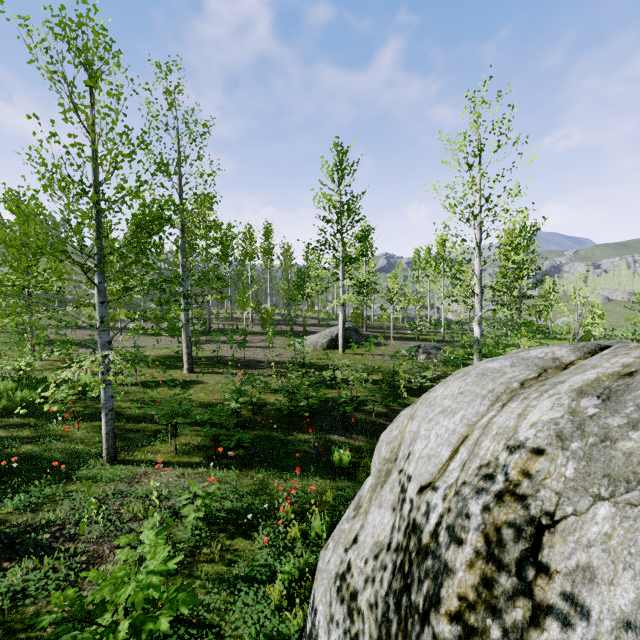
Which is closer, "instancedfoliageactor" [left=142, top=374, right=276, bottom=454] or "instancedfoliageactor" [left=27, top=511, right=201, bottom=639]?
"instancedfoliageactor" [left=27, top=511, right=201, bottom=639]

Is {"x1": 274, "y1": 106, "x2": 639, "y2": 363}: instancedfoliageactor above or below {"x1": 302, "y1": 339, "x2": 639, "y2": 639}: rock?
above

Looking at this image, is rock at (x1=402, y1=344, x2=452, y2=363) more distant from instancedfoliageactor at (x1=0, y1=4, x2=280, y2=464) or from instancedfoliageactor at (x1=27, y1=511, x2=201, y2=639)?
instancedfoliageactor at (x1=27, y1=511, x2=201, y2=639)

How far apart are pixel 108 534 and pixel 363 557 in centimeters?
386cm

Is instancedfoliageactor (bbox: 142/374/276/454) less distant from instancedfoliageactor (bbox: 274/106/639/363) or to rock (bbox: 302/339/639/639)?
instancedfoliageactor (bbox: 274/106/639/363)

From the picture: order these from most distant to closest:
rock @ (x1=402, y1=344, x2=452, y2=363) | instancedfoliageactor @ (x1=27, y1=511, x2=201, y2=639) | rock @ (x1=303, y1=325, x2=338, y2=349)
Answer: rock @ (x1=303, y1=325, x2=338, y2=349)
rock @ (x1=402, y1=344, x2=452, y2=363)
instancedfoliageactor @ (x1=27, y1=511, x2=201, y2=639)

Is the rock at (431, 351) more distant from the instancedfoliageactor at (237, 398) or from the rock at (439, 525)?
the instancedfoliageactor at (237, 398)

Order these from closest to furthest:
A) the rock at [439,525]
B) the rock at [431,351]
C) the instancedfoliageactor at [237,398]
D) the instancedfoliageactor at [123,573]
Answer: the rock at [439,525] → the instancedfoliageactor at [123,573] → the instancedfoliageactor at [237,398] → the rock at [431,351]
